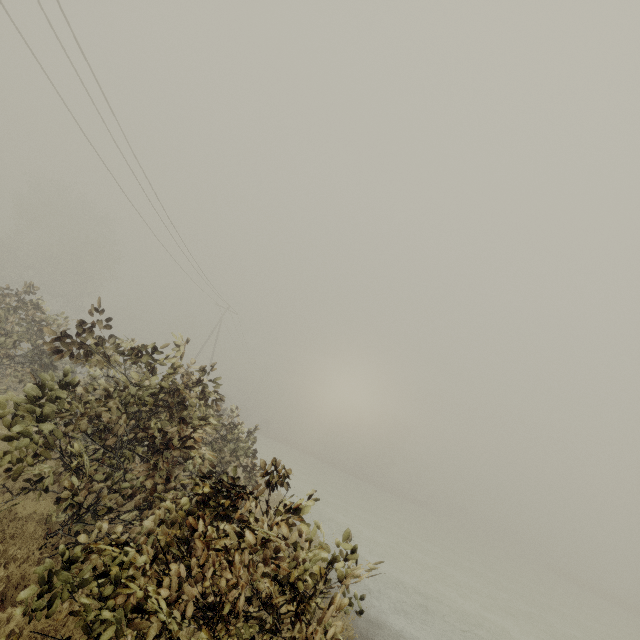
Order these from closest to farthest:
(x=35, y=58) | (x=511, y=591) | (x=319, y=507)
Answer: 1. (x=35, y=58)
2. (x=319, y=507)
3. (x=511, y=591)
